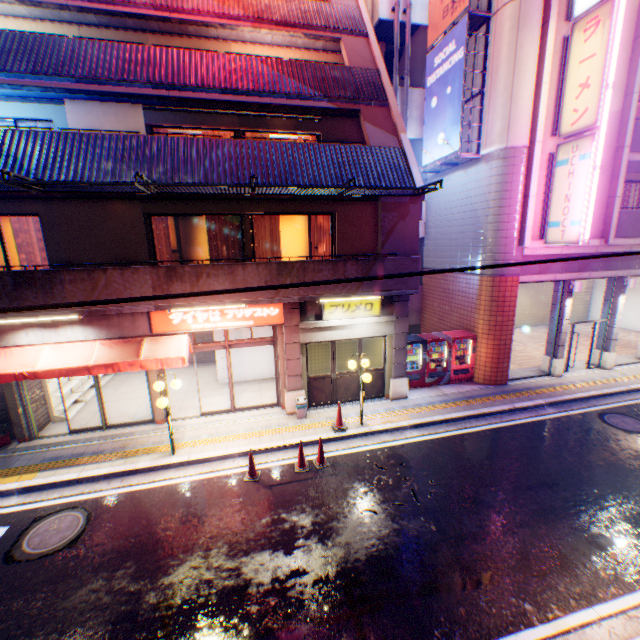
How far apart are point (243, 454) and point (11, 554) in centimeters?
506cm

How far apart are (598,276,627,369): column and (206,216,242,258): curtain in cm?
1565

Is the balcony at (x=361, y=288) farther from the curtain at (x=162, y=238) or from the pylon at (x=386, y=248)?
the curtain at (x=162, y=238)

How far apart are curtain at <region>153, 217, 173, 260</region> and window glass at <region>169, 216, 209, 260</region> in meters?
0.2

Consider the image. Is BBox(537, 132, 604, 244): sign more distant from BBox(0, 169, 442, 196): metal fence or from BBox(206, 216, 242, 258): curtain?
BBox(206, 216, 242, 258): curtain

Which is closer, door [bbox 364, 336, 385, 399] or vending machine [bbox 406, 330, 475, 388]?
door [bbox 364, 336, 385, 399]

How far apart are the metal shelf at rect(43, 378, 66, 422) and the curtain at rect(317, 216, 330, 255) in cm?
967

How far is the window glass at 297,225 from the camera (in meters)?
11.02
